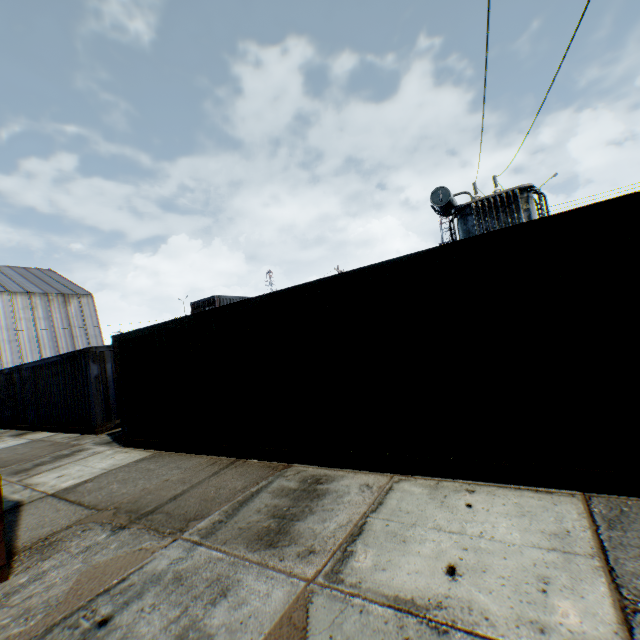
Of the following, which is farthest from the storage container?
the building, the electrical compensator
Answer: the building

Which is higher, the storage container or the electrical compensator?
the electrical compensator

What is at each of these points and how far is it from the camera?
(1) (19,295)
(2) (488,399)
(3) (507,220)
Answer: (1) building, 32.1m
(2) storage container, 3.9m
(3) electrical compensator, 11.5m

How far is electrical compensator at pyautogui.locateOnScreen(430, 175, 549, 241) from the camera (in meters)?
11.55

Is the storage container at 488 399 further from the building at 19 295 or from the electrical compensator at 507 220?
the building at 19 295

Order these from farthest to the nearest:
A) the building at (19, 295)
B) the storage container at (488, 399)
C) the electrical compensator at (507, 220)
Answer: the building at (19, 295)
the electrical compensator at (507, 220)
the storage container at (488, 399)

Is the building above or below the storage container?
above
